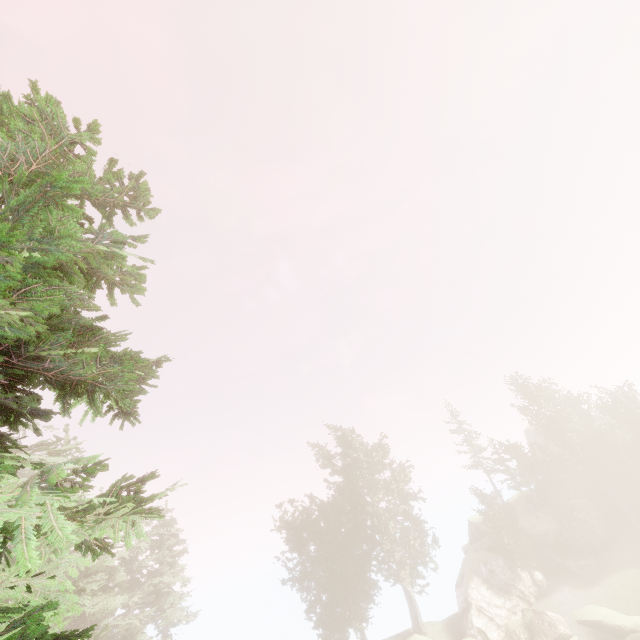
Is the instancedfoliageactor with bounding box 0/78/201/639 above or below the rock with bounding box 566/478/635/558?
above

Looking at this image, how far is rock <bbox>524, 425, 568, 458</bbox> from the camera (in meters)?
47.03

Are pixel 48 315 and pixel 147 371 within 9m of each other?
yes

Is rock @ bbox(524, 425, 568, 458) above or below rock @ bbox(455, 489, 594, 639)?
above

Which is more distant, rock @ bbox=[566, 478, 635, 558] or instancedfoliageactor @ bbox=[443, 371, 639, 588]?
rock @ bbox=[566, 478, 635, 558]

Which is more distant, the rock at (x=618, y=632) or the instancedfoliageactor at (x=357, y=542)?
the instancedfoliageactor at (x=357, y=542)

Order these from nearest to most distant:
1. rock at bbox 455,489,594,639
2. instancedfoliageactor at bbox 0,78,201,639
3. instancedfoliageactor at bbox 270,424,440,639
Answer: instancedfoliageactor at bbox 0,78,201,639 → rock at bbox 455,489,594,639 → instancedfoliageactor at bbox 270,424,440,639

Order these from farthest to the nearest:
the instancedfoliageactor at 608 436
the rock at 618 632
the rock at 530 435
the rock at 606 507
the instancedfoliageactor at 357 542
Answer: the rock at 530 435, the rock at 606 507, the instancedfoliageactor at 608 436, the instancedfoliageactor at 357 542, the rock at 618 632
